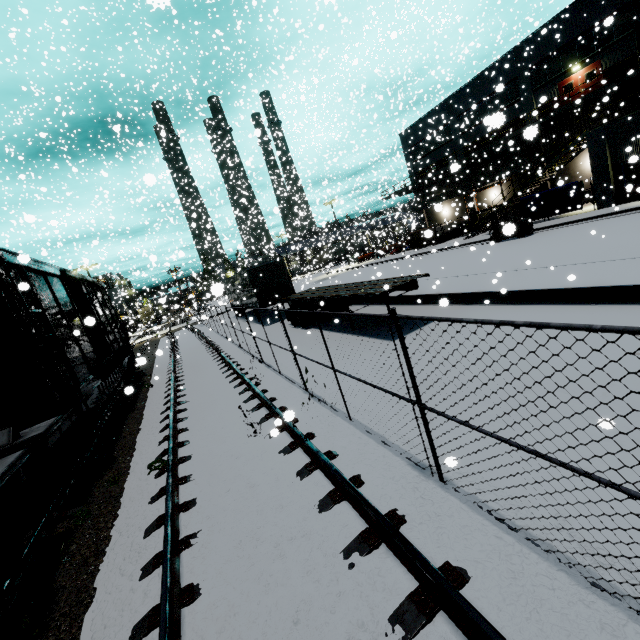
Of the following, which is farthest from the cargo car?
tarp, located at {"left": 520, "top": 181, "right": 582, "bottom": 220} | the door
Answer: the door

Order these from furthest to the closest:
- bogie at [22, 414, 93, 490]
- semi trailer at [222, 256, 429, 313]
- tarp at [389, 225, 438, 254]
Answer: semi trailer at [222, 256, 429, 313]
tarp at [389, 225, 438, 254]
bogie at [22, 414, 93, 490]

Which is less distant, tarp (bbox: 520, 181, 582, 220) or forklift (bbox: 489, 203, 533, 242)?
forklift (bbox: 489, 203, 533, 242)

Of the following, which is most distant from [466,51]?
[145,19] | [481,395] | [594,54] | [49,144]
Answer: [49,144]

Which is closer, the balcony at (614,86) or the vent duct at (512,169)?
the balcony at (614,86)

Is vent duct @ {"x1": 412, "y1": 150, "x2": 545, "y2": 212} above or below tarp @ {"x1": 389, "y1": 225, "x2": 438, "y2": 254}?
above

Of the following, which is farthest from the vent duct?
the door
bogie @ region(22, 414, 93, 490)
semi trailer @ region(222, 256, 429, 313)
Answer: bogie @ region(22, 414, 93, 490)

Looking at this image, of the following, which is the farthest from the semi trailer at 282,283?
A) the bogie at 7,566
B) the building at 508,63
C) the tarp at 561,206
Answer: the bogie at 7,566
